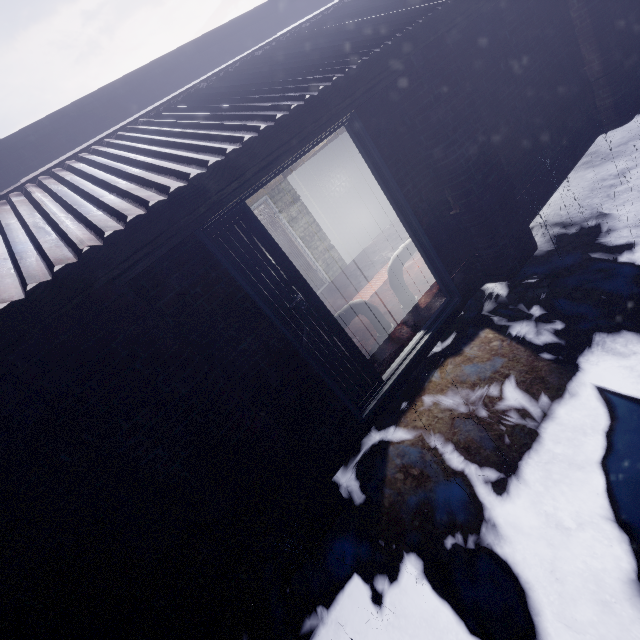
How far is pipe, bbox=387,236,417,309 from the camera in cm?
358

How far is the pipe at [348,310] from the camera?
3.3 meters

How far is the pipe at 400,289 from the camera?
3.6 meters

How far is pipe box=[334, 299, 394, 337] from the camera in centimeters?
328cm

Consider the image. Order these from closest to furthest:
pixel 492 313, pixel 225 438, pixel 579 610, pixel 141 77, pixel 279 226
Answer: pixel 579 610
pixel 225 438
pixel 492 313
pixel 141 77
pixel 279 226
